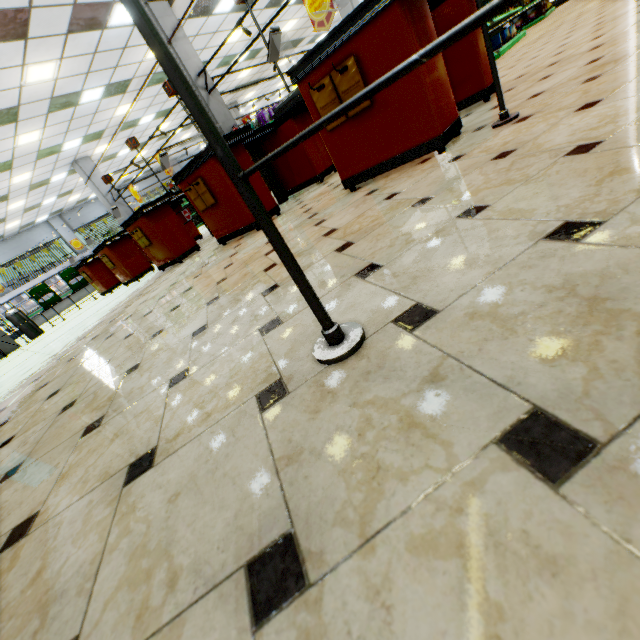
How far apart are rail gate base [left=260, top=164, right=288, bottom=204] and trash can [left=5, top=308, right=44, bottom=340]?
7.8 meters

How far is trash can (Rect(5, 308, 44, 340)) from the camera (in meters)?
8.73

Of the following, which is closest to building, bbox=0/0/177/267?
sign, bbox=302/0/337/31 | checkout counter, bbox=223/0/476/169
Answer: checkout counter, bbox=223/0/476/169

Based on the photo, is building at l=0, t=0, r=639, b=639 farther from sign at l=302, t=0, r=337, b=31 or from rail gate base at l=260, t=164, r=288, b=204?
sign at l=302, t=0, r=337, b=31

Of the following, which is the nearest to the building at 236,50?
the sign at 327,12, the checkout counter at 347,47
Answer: the checkout counter at 347,47

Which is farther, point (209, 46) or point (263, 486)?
point (209, 46)

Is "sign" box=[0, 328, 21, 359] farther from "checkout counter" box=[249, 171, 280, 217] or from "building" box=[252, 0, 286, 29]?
"checkout counter" box=[249, 171, 280, 217]

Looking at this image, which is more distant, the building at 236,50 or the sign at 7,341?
the building at 236,50
